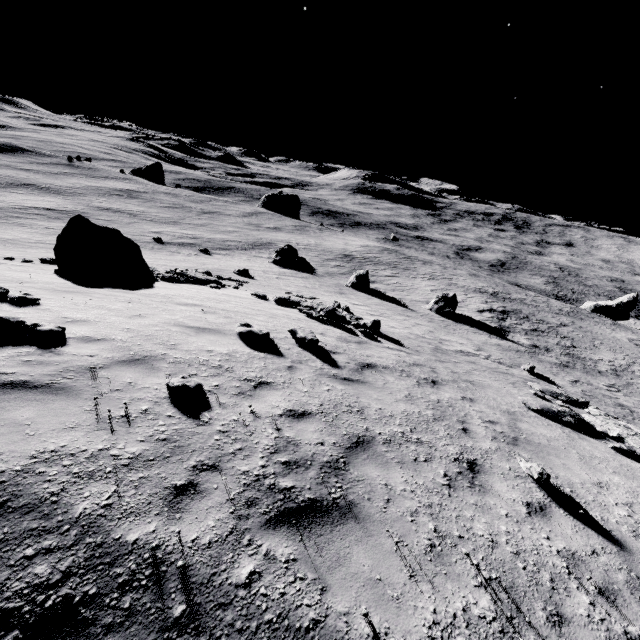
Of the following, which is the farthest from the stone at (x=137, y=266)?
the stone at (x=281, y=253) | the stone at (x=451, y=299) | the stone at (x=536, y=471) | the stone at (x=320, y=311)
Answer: the stone at (x=451, y=299)

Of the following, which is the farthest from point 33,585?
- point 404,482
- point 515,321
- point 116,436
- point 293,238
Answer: point 293,238

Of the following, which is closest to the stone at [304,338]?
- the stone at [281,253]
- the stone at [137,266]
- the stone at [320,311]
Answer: the stone at [320,311]

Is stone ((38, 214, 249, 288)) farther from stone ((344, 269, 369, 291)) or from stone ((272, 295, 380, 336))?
stone ((344, 269, 369, 291))

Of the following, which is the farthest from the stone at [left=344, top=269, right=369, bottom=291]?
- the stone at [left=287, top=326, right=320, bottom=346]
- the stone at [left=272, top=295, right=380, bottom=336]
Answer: the stone at [left=287, top=326, right=320, bottom=346]

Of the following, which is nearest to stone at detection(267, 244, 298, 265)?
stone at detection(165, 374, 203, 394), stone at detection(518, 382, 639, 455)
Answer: stone at detection(518, 382, 639, 455)

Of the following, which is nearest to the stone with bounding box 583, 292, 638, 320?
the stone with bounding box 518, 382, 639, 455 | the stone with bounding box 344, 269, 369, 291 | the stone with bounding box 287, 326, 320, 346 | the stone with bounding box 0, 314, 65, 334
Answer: the stone with bounding box 344, 269, 369, 291

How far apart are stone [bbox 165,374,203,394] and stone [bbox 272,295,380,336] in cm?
1027
